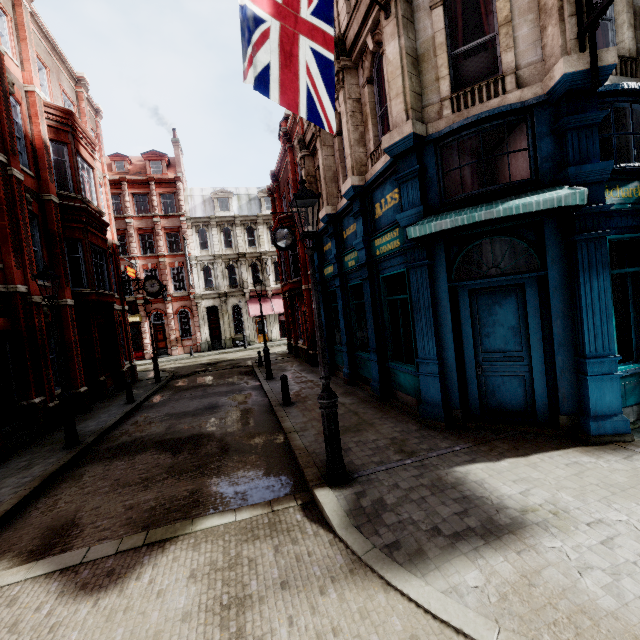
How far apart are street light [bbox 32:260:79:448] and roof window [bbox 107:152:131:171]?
32.1m

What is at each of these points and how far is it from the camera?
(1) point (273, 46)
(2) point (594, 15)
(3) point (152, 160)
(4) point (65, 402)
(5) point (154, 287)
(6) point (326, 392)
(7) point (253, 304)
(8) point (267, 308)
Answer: (1) flag, 4.89m
(2) sign, 4.74m
(3) roof window, 34.03m
(4) street light, 8.38m
(5) clock, 19.95m
(6) street light, 5.07m
(7) awning, 34.03m
(8) awning, 33.75m

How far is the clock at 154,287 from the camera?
19.7 meters

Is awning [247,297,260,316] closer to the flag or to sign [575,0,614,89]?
the flag

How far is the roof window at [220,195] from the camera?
34.9 meters

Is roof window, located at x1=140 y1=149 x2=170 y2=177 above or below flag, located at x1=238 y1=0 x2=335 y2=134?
above

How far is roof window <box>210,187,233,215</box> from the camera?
34.88m

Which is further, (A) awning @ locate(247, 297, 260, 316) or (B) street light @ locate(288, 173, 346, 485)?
(A) awning @ locate(247, 297, 260, 316)
